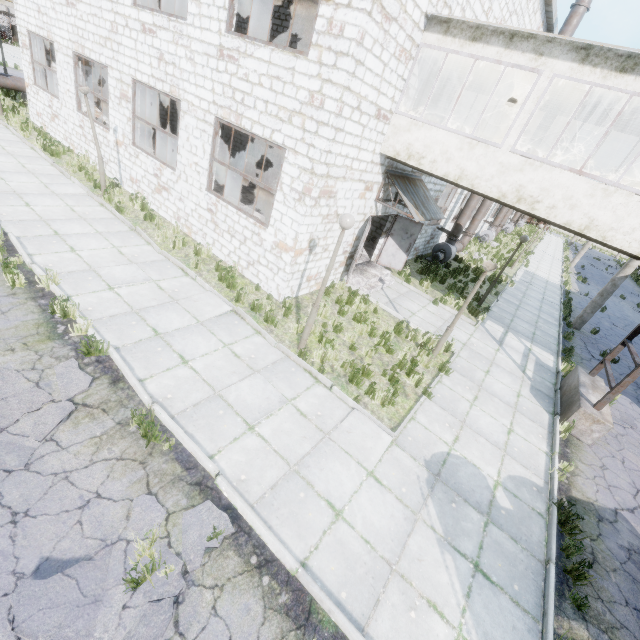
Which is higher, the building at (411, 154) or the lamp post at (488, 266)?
the building at (411, 154)

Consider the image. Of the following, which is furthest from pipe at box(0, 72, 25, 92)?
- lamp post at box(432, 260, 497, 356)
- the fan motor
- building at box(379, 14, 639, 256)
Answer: the fan motor

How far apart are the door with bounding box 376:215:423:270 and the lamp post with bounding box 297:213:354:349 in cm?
715

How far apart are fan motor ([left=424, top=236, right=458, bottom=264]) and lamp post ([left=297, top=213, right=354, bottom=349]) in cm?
1251

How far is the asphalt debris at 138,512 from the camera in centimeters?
402cm

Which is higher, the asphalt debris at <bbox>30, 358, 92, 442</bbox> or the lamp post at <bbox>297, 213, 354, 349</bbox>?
the lamp post at <bbox>297, 213, 354, 349</bbox>

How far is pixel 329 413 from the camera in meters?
6.6

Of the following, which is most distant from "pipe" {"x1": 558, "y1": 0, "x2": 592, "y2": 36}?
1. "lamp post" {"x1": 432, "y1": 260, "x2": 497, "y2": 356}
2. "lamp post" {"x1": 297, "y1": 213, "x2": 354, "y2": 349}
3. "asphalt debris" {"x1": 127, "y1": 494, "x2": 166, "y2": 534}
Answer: "asphalt debris" {"x1": 127, "y1": 494, "x2": 166, "y2": 534}
